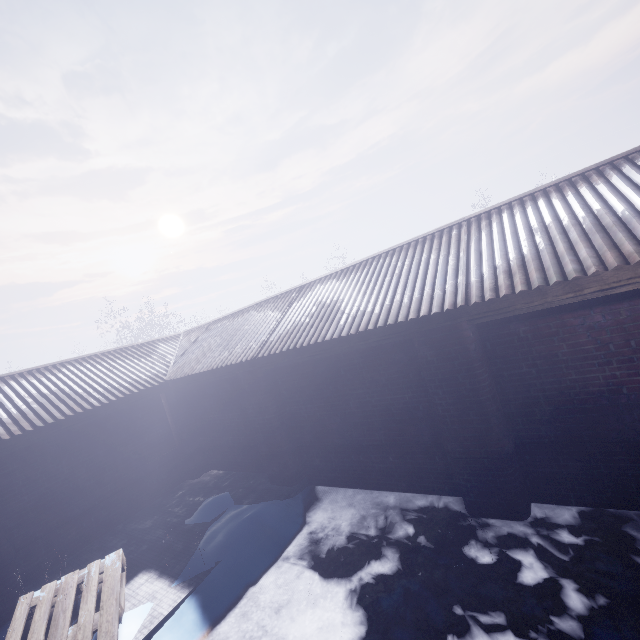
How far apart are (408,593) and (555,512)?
1.8m
